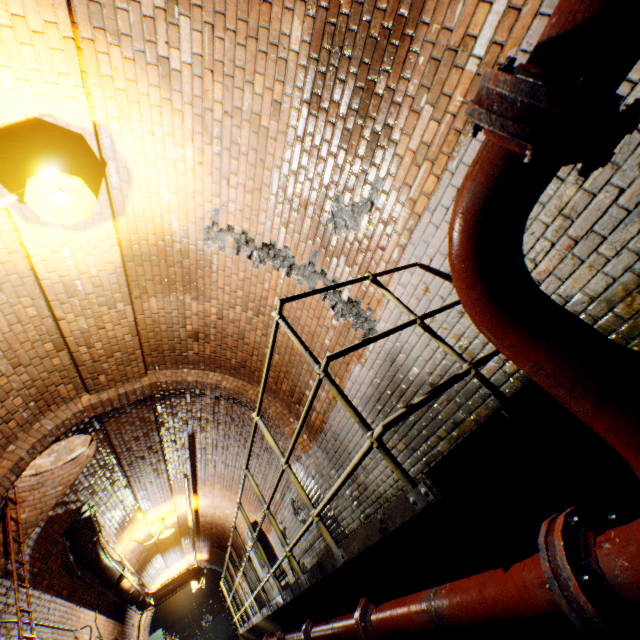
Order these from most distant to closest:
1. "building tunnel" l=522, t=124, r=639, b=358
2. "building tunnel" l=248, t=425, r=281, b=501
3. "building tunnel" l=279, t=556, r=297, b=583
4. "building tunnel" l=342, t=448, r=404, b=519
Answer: "building tunnel" l=279, t=556, r=297, b=583 < "building tunnel" l=248, t=425, r=281, b=501 < "building tunnel" l=342, t=448, r=404, b=519 < "building tunnel" l=522, t=124, r=639, b=358

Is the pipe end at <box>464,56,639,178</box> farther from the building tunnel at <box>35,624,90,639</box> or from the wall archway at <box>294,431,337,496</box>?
the wall archway at <box>294,431,337,496</box>

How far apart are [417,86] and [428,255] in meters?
1.2 m

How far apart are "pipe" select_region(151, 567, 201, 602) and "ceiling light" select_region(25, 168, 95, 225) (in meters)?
15.86

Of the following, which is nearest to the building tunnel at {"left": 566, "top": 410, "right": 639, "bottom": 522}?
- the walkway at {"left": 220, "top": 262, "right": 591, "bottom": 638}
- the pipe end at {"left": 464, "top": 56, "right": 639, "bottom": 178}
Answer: the walkway at {"left": 220, "top": 262, "right": 591, "bottom": 638}

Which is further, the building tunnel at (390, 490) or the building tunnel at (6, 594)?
the building tunnel at (6, 594)

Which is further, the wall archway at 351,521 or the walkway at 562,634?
the wall archway at 351,521
